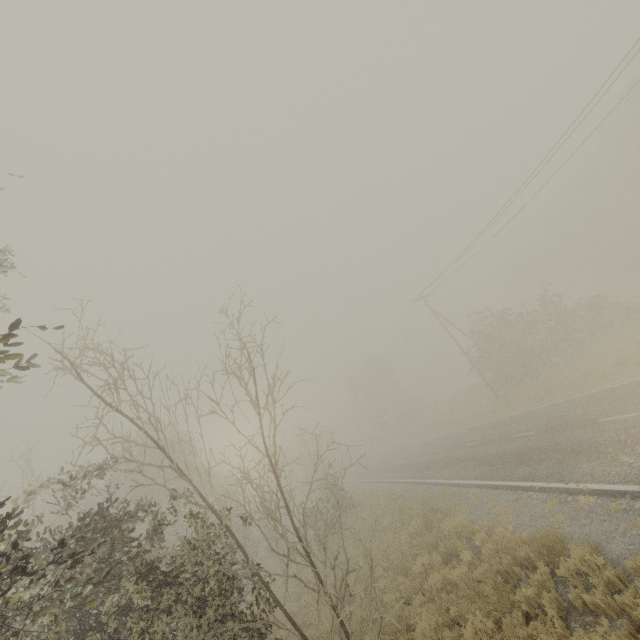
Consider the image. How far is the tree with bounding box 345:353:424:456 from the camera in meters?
51.9

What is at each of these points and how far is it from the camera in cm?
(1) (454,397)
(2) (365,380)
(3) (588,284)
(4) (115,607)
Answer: (1) tree, 4522
(2) tree, 5753
(3) tree, 5619
(4) tree, 607

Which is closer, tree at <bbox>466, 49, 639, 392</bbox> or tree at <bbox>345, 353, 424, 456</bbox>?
tree at <bbox>466, 49, 639, 392</bbox>

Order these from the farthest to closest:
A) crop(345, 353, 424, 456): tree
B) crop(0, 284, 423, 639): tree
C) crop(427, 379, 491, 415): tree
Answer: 1. crop(345, 353, 424, 456): tree
2. crop(427, 379, 491, 415): tree
3. crop(0, 284, 423, 639): tree

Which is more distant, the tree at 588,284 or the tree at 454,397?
the tree at 454,397

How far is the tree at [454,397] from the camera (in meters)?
37.87
